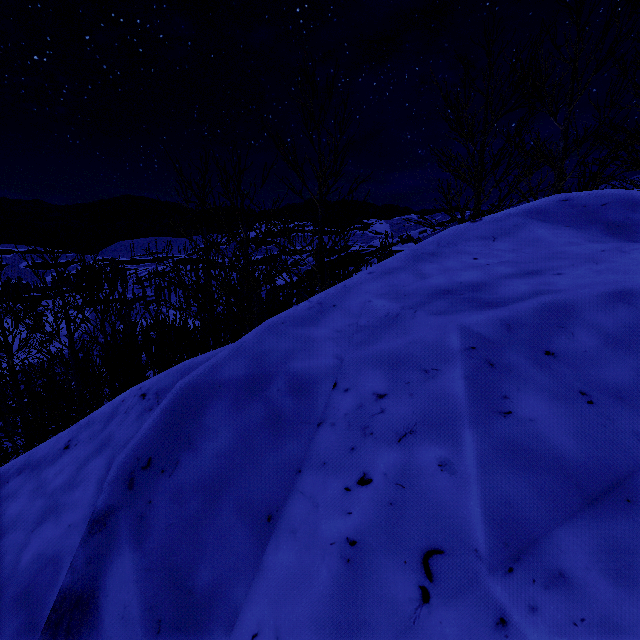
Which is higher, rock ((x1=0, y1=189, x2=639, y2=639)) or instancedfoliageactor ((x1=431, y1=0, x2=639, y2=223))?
instancedfoliageactor ((x1=431, y1=0, x2=639, y2=223))

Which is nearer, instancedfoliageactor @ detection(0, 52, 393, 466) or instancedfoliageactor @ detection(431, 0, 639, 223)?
instancedfoliageactor @ detection(431, 0, 639, 223)

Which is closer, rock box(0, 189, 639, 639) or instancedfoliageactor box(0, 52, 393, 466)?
rock box(0, 189, 639, 639)

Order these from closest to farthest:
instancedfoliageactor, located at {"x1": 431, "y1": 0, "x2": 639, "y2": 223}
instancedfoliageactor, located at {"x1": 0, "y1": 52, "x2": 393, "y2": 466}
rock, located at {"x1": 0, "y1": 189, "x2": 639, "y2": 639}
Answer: rock, located at {"x1": 0, "y1": 189, "x2": 639, "y2": 639}, instancedfoliageactor, located at {"x1": 431, "y1": 0, "x2": 639, "y2": 223}, instancedfoliageactor, located at {"x1": 0, "y1": 52, "x2": 393, "y2": 466}

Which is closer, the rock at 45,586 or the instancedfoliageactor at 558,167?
the rock at 45,586

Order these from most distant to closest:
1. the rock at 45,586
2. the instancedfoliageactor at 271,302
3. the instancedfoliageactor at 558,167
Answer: the instancedfoliageactor at 271,302 → the instancedfoliageactor at 558,167 → the rock at 45,586

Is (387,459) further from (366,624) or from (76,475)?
(76,475)
